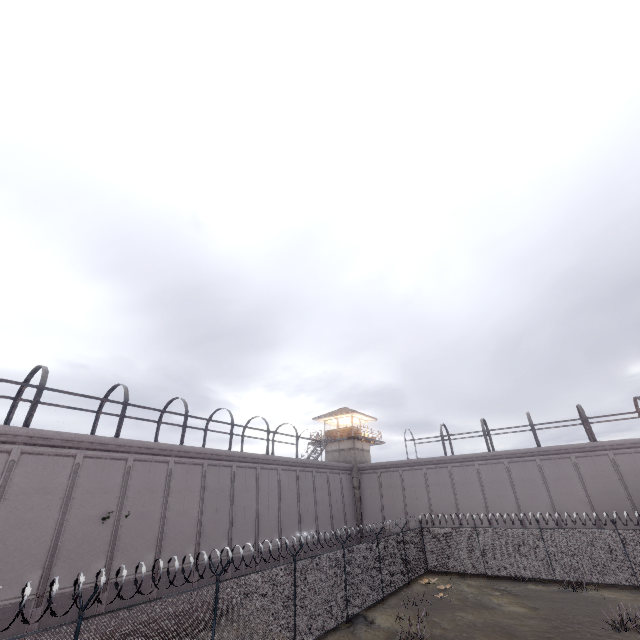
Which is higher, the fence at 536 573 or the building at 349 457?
the building at 349 457

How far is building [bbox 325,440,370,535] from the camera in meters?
34.3 m

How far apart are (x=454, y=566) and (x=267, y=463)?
15.4 meters

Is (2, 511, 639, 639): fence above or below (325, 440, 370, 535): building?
below

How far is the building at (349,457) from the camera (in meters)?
34.31

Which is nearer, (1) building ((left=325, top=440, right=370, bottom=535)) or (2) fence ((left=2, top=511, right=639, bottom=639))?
(2) fence ((left=2, top=511, right=639, bottom=639))
